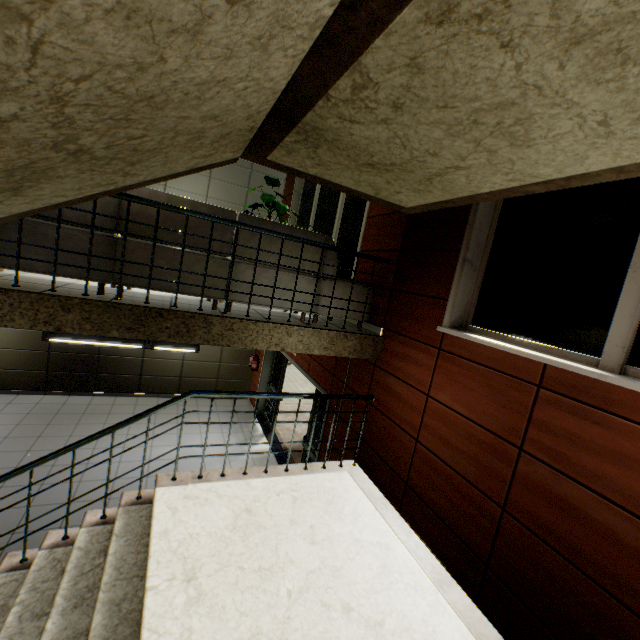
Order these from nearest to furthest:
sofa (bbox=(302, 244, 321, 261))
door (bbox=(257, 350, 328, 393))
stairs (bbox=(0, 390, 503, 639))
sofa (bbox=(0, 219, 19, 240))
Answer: stairs (bbox=(0, 390, 503, 639)), sofa (bbox=(0, 219, 19, 240)), sofa (bbox=(302, 244, 321, 261)), door (bbox=(257, 350, 328, 393))

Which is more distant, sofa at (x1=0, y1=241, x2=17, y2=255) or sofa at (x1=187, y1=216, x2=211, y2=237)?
sofa at (x1=187, y1=216, x2=211, y2=237)

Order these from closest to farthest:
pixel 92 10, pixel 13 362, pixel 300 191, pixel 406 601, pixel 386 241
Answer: pixel 92 10
pixel 406 601
pixel 386 241
pixel 13 362
pixel 300 191

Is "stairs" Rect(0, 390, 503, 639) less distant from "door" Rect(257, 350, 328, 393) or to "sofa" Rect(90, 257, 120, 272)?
"sofa" Rect(90, 257, 120, 272)

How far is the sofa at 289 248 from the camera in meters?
3.7

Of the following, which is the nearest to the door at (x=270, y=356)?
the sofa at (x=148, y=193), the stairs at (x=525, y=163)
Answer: the stairs at (x=525, y=163)

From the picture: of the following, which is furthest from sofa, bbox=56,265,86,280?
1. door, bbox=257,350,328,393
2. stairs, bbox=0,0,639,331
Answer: door, bbox=257,350,328,393
